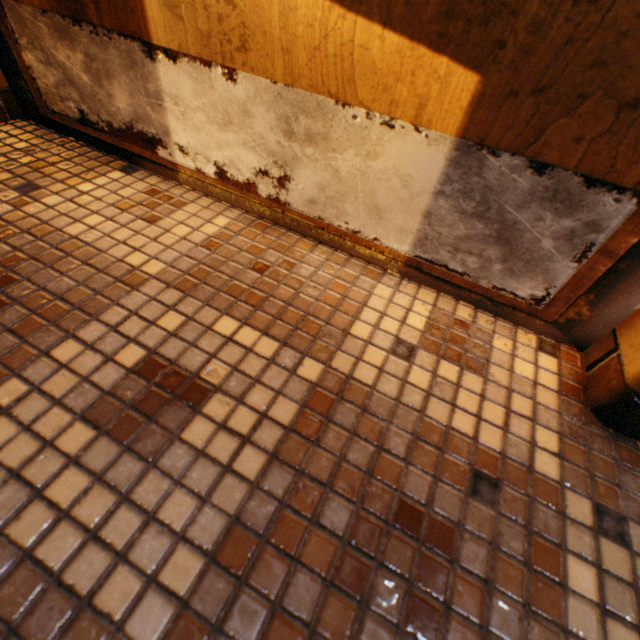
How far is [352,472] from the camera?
0.5m
